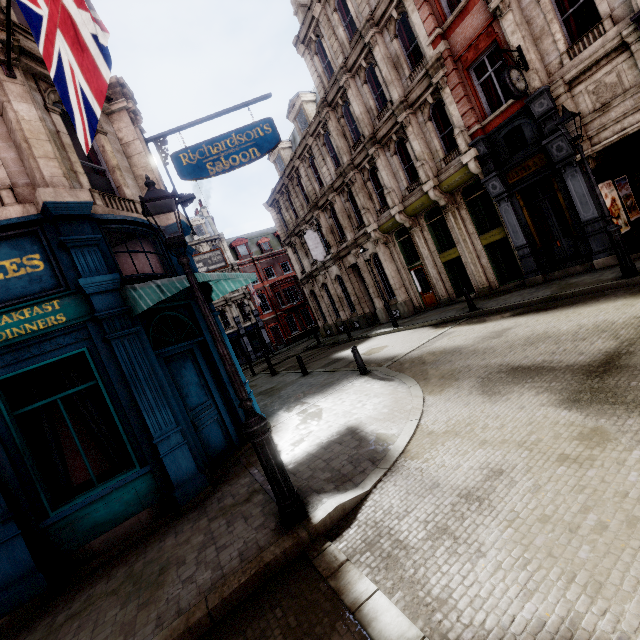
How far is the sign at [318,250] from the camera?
23.3 meters

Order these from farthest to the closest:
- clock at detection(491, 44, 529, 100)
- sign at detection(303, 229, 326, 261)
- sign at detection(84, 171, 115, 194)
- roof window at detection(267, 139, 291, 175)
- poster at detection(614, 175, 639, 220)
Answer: roof window at detection(267, 139, 291, 175) → sign at detection(303, 229, 326, 261) → poster at detection(614, 175, 639, 220) → clock at detection(491, 44, 529, 100) → sign at detection(84, 171, 115, 194)

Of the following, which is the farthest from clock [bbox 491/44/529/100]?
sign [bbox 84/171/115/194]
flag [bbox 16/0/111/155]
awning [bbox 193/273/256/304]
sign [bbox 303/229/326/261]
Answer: sign [bbox 303/229/326/261]

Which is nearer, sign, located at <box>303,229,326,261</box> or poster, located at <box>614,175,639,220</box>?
poster, located at <box>614,175,639,220</box>

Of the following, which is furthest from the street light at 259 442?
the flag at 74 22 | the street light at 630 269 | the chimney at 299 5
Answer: the chimney at 299 5

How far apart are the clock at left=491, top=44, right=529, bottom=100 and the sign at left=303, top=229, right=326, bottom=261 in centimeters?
1478cm

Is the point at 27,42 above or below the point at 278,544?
above

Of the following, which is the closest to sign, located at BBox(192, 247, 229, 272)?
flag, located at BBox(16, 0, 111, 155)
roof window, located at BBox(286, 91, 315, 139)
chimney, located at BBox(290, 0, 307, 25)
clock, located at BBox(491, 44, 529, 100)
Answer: flag, located at BBox(16, 0, 111, 155)
